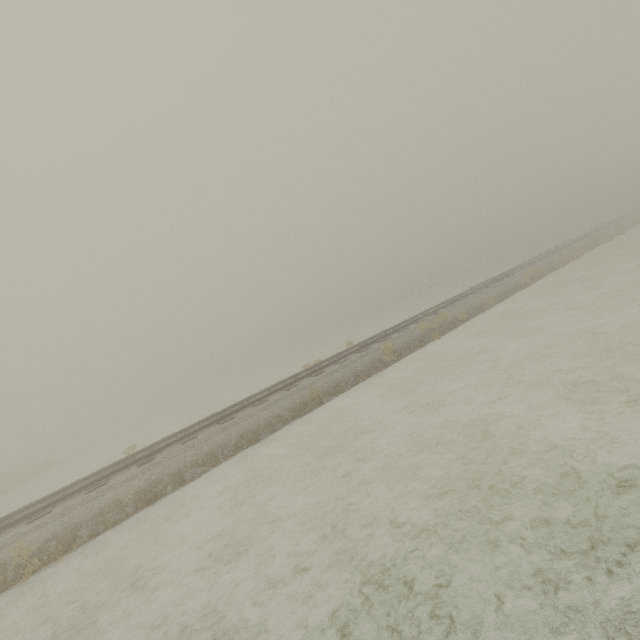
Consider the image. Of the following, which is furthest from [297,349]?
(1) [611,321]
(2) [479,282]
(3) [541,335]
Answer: (1) [611,321]
